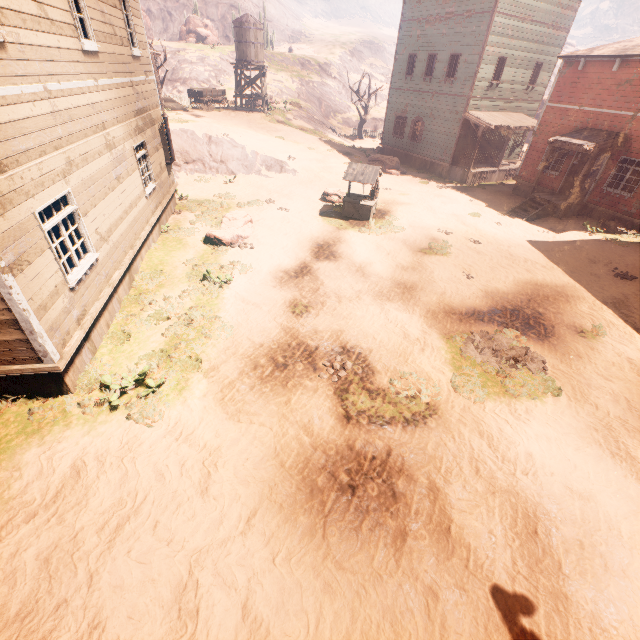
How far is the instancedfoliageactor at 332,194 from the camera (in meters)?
17.36

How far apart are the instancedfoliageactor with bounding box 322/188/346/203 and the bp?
11.8m

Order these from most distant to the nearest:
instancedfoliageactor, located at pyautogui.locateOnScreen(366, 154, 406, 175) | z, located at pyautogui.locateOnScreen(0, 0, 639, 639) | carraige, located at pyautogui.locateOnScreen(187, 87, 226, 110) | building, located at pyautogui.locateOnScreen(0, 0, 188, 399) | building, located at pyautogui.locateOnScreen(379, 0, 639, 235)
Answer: carraige, located at pyautogui.locateOnScreen(187, 87, 226, 110) → instancedfoliageactor, located at pyautogui.locateOnScreen(366, 154, 406, 175) → building, located at pyautogui.locateOnScreen(379, 0, 639, 235) → building, located at pyautogui.locateOnScreen(0, 0, 188, 399) → z, located at pyautogui.locateOnScreen(0, 0, 639, 639)

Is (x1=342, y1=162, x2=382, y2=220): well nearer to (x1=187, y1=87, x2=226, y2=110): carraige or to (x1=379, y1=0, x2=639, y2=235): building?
(x1=379, y1=0, x2=639, y2=235): building

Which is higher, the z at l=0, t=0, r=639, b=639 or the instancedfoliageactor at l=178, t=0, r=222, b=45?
the instancedfoliageactor at l=178, t=0, r=222, b=45

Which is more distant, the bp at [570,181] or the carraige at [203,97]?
the carraige at [203,97]

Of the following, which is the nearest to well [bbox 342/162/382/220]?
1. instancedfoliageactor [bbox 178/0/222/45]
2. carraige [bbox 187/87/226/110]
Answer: carraige [bbox 187/87/226/110]

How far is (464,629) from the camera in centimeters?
414cm
